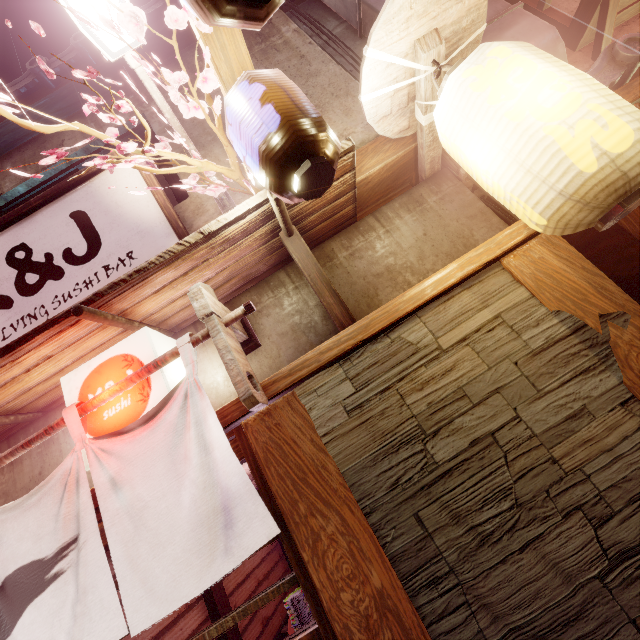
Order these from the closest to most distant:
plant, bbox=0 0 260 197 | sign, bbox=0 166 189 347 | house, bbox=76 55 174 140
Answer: plant, bbox=0 0 260 197, sign, bbox=0 166 189 347, house, bbox=76 55 174 140

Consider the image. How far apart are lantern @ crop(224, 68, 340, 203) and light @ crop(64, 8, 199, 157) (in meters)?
1.81

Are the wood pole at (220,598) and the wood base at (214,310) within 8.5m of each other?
no

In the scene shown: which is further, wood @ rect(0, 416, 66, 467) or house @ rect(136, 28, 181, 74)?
house @ rect(136, 28, 181, 74)

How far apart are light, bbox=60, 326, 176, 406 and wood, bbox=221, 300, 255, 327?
0.9 meters

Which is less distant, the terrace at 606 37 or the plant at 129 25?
the plant at 129 25

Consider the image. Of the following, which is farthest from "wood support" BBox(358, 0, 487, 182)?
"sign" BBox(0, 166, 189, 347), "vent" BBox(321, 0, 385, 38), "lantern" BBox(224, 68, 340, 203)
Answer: "vent" BBox(321, 0, 385, 38)

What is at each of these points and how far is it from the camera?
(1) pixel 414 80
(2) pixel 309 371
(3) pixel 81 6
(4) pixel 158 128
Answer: (1) wood support, 3.8 meters
(2) wood bar, 3.8 meters
(3) light, 3.6 meters
(4) house, 6.5 meters
